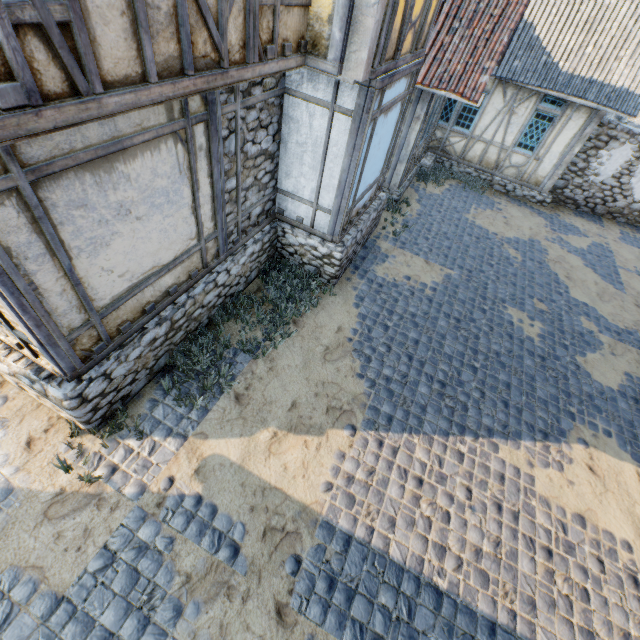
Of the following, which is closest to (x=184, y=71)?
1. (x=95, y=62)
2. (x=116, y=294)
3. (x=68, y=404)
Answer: (x=95, y=62)

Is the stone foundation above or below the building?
below

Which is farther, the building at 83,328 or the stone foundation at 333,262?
the stone foundation at 333,262

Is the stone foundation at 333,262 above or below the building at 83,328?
below

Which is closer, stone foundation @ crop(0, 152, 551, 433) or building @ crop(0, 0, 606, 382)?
building @ crop(0, 0, 606, 382)
